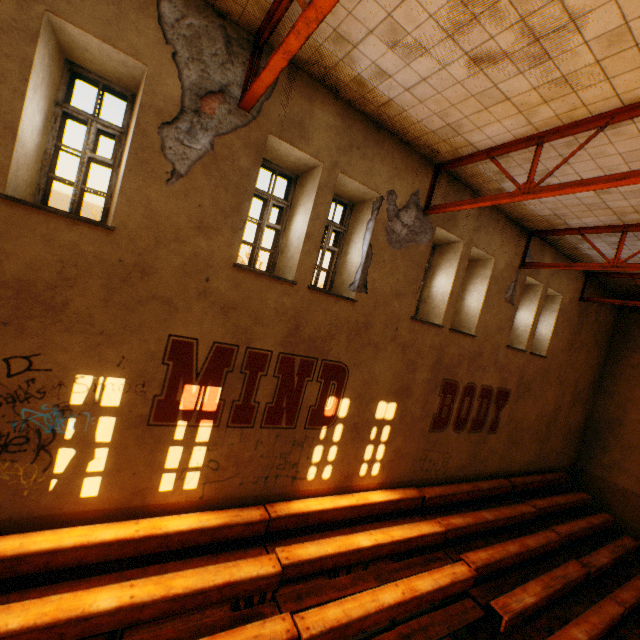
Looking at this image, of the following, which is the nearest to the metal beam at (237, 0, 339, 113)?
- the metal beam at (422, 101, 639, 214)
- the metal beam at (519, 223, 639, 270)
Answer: the metal beam at (422, 101, 639, 214)

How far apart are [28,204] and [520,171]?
7.7 meters

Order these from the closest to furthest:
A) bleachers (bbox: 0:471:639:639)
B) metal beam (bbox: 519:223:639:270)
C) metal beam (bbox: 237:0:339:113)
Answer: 1. metal beam (bbox: 237:0:339:113)
2. bleachers (bbox: 0:471:639:639)
3. metal beam (bbox: 519:223:639:270)

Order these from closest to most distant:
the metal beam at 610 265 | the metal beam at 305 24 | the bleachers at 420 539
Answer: the metal beam at 305 24
the bleachers at 420 539
the metal beam at 610 265

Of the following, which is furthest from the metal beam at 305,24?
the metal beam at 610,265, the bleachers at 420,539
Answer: the metal beam at 610,265

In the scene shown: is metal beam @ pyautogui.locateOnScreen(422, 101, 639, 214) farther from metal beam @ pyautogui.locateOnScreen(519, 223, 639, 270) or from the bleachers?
the bleachers

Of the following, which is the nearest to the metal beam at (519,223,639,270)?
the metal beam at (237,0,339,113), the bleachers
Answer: the bleachers
